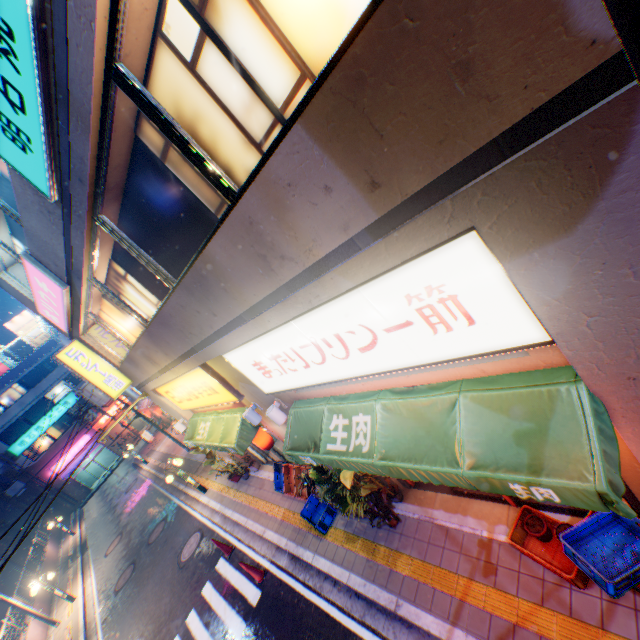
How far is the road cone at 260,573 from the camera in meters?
9.0

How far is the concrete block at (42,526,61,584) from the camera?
22.0 meters

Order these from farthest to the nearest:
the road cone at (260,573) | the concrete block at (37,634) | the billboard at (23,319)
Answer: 1. the billboard at (23,319)
2. the concrete block at (37,634)
3. the road cone at (260,573)

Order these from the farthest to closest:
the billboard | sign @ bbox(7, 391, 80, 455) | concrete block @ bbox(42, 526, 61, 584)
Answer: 1. the billboard
2. sign @ bbox(7, 391, 80, 455)
3. concrete block @ bbox(42, 526, 61, 584)

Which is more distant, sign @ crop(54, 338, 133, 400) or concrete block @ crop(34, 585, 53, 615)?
concrete block @ crop(34, 585, 53, 615)

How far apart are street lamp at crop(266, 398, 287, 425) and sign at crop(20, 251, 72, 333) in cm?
556

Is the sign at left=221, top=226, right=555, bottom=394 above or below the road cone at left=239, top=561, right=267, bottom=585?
above

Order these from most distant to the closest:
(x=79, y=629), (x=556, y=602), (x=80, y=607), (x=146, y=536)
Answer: (x=146, y=536) < (x=80, y=607) < (x=79, y=629) < (x=556, y=602)
